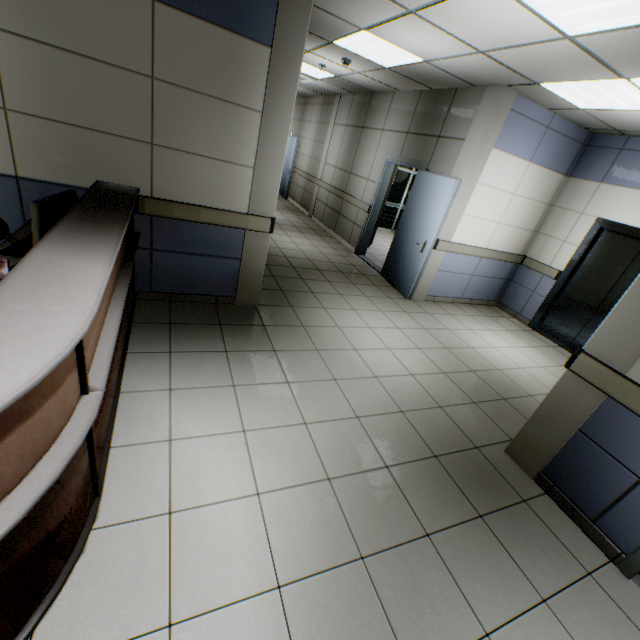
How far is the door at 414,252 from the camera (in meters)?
5.10

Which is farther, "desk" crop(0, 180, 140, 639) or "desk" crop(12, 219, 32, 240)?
"desk" crop(12, 219, 32, 240)

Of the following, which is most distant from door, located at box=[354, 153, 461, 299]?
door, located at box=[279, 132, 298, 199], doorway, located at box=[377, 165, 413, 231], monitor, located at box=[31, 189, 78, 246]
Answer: door, located at box=[279, 132, 298, 199]

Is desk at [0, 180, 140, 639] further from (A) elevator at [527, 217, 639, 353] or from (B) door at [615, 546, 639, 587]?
(A) elevator at [527, 217, 639, 353]

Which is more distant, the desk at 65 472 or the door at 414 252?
the door at 414 252

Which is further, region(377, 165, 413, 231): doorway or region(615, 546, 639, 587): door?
region(377, 165, 413, 231): doorway

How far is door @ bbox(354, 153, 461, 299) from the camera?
5.1m

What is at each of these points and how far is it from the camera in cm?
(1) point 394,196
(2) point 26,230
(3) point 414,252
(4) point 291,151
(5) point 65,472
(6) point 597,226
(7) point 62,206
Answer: (1) doorway, 1084
(2) desk, 262
(3) door, 557
(4) door, 1127
(5) desk, 131
(6) elevator, 524
(7) monitor, 227
